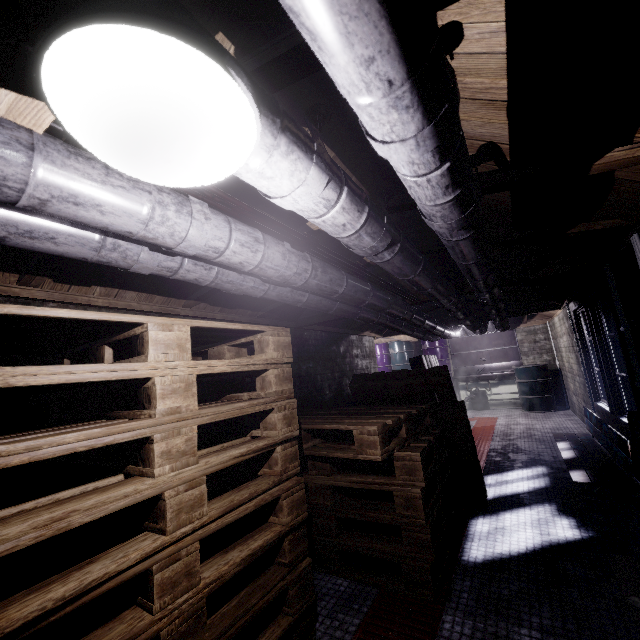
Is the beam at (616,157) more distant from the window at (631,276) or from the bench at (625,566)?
the bench at (625,566)

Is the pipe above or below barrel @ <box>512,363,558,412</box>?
above

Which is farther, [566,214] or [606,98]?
[566,214]

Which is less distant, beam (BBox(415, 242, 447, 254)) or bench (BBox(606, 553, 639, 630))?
bench (BBox(606, 553, 639, 630))

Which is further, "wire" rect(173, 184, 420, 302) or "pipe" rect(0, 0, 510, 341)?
"wire" rect(173, 184, 420, 302)

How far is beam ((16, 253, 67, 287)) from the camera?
1.7m

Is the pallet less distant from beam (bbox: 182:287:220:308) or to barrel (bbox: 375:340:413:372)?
beam (bbox: 182:287:220:308)

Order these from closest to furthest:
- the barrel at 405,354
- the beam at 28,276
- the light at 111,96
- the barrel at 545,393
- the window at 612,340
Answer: the light at 111,96 < the beam at 28,276 < the window at 612,340 < the barrel at 545,393 < the barrel at 405,354
